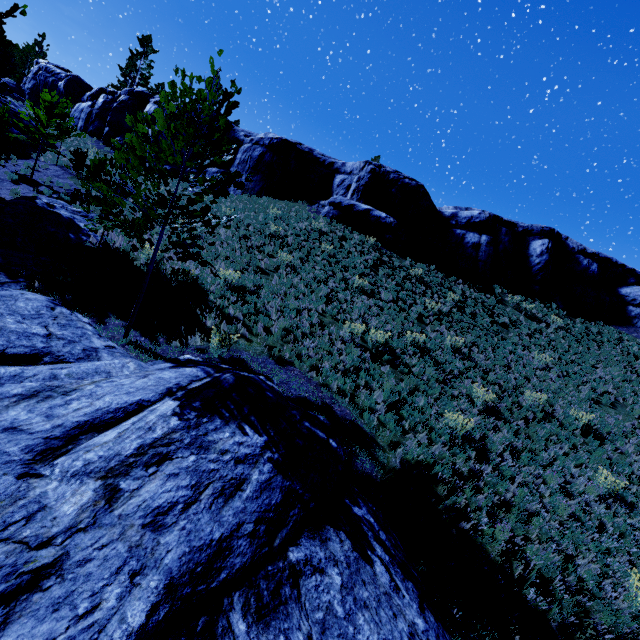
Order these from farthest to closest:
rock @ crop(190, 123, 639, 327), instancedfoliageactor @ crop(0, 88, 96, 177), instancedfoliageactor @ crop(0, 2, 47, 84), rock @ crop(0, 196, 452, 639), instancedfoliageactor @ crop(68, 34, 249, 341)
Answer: rock @ crop(190, 123, 639, 327) < instancedfoliageactor @ crop(0, 88, 96, 177) < instancedfoliageactor @ crop(0, 2, 47, 84) < instancedfoliageactor @ crop(68, 34, 249, 341) < rock @ crop(0, 196, 452, 639)

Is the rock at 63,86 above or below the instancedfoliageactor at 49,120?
above

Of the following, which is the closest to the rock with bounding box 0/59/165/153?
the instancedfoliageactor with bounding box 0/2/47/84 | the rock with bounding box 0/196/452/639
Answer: the instancedfoliageactor with bounding box 0/2/47/84

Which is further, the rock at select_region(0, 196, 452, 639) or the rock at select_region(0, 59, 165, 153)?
the rock at select_region(0, 59, 165, 153)

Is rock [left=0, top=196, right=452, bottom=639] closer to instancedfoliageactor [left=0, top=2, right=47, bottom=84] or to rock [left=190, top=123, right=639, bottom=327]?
instancedfoliageactor [left=0, top=2, right=47, bottom=84]

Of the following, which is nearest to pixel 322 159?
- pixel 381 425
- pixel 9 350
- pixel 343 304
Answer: pixel 343 304

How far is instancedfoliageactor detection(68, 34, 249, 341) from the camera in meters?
6.5

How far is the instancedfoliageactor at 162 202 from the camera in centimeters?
647cm
